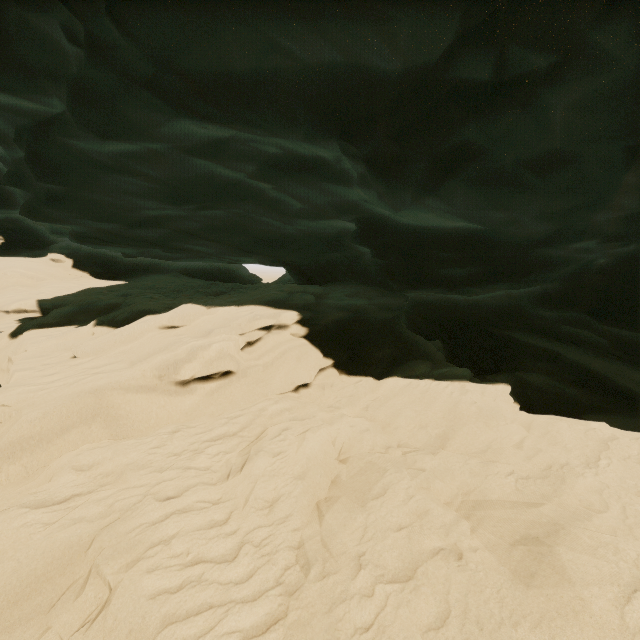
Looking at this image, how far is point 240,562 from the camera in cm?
307
